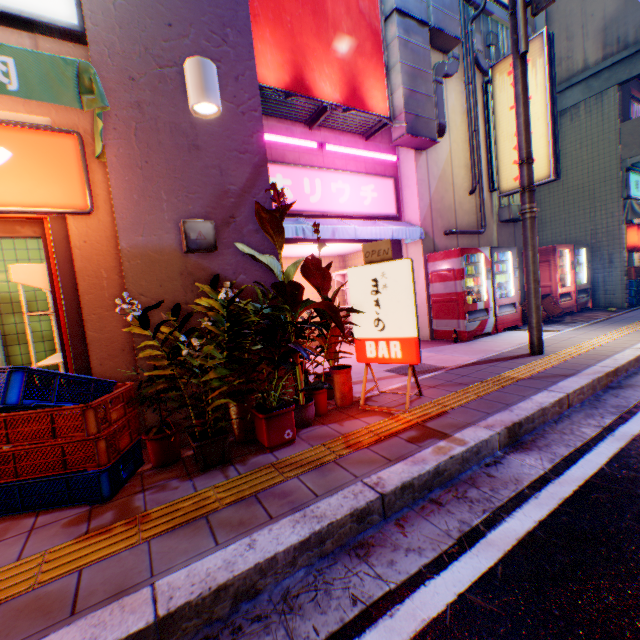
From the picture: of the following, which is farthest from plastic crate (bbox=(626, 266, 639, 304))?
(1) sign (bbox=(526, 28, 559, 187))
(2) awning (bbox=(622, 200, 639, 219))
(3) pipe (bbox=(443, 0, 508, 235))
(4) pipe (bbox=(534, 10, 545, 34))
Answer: (1) sign (bbox=(526, 28, 559, 187))

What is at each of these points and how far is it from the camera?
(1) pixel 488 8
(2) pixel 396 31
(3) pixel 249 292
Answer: (1) pipe, 8.36m
(2) ventilation tube, 6.60m
(3) building, 3.64m

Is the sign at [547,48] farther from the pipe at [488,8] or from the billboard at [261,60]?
the billboard at [261,60]

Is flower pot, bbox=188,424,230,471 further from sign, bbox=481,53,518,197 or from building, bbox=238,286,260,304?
sign, bbox=481,53,518,197

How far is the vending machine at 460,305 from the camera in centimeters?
711cm

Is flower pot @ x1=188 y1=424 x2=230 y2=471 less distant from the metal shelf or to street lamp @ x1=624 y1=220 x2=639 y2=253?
the metal shelf

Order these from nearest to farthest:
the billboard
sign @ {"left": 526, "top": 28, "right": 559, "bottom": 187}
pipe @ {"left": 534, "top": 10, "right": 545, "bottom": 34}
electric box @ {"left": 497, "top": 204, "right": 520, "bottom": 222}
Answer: the billboard < sign @ {"left": 526, "top": 28, "right": 559, "bottom": 187} < electric box @ {"left": 497, "top": 204, "right": 520, "bottom": 222} < pipe @ {"left": 534, "top": 10, "right": 545, "bottom": 34}

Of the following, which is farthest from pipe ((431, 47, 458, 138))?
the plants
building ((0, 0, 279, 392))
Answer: building ((0, 0, 279, 392))
